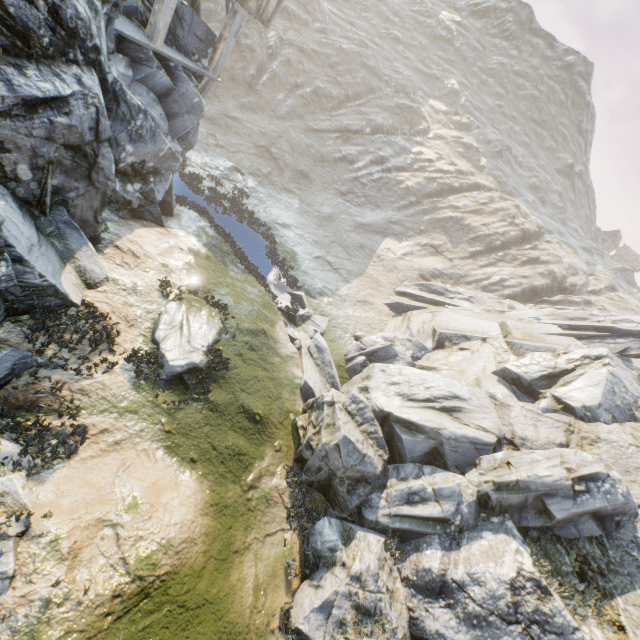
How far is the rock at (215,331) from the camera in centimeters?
986cm

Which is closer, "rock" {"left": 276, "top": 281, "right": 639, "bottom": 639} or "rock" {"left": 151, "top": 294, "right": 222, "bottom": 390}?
"rock" {"left": 276, "top": 281, "right": 639, "bottom": 639}

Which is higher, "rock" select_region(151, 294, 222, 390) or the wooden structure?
the wooden structure

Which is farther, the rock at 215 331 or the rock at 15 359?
the rock at 215 331

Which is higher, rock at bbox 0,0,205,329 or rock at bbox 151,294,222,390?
rock at bbox 0,0,205,329

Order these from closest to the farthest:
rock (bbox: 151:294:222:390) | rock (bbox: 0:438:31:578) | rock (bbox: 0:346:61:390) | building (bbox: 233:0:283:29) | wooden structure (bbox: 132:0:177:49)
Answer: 1. rock (bbox: 0:438:31:578)
2. rock (bbox: 0:346:61:390)
3. rock (bbox: 151:294:222:390)
4. wooden structure (bbox: 132:0:177:49)
5. building (bbox: 233:0:283:29)

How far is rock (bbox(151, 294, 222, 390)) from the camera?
9.9 meters

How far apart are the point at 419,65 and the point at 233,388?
69.91m
